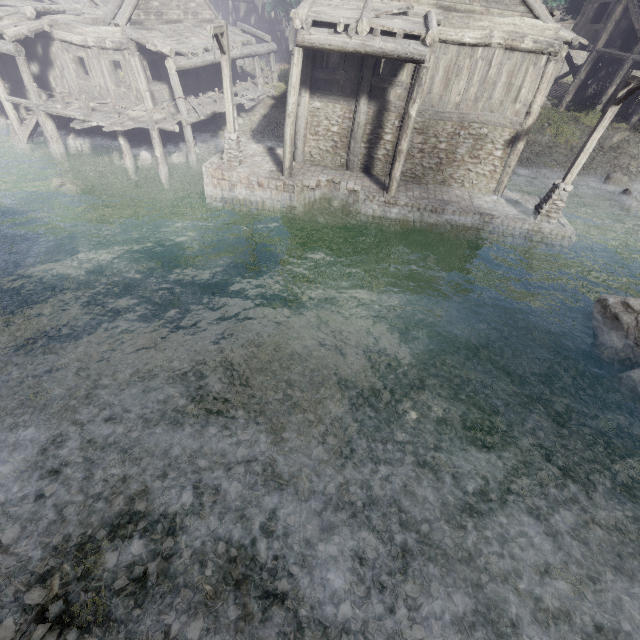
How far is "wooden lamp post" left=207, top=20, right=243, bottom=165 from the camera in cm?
1127

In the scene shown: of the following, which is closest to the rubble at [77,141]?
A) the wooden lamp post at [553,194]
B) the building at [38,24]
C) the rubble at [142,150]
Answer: the rubble at [142,150]

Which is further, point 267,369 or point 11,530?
point 267,369

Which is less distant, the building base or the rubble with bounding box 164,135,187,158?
the building base

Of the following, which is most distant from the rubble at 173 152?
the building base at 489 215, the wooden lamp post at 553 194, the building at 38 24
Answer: the wooden lamp post at 553 194

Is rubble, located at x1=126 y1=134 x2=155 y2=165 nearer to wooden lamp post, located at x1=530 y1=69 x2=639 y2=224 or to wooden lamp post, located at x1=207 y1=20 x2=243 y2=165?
wooden lamp post, located at x1=207 y1=20 x2=243 y2=165

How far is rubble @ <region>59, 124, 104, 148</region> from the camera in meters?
18.4

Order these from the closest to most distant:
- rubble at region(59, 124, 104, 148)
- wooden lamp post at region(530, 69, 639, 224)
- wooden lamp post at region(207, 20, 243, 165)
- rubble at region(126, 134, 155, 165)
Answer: wooden lamp post at region(530, 69, 639, 224) < wooden lamp post at region(207, 20, 243, 165) < rubble at region(126, 134, 155, 165) < rubble at region(59, 124, 104, 148)
